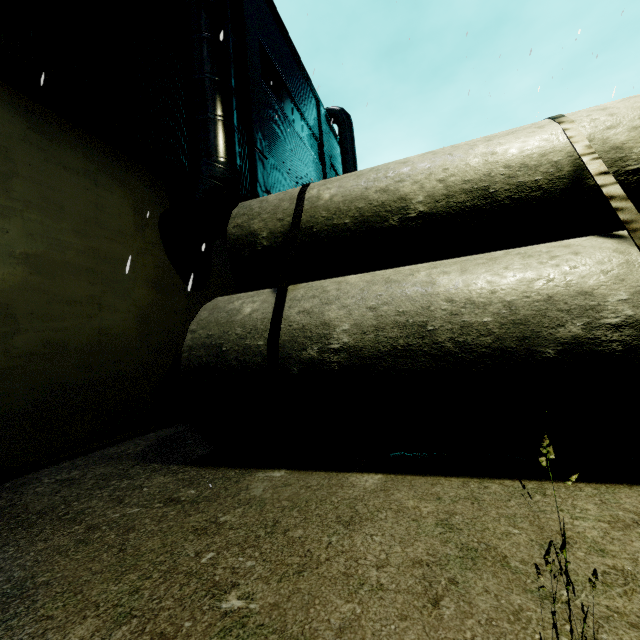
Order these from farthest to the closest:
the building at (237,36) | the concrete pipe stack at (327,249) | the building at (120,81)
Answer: the building at (237,36) < the building at (120,81) < the concrete pipe stack at (327,249)

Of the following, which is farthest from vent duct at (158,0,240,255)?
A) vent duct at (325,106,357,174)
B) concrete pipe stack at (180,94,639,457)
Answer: vent duct at (325,106,357,174)

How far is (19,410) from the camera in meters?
3.9 m

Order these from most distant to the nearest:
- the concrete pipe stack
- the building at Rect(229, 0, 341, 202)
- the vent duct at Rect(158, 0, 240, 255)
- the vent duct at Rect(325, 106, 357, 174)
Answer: the vent duct at Rect(325, 106, 357, 174) → the building at Rect(229, 0, 341, 202) → the vent duct at Rect(158, 0, 240, 255) → the concrete pipe stack

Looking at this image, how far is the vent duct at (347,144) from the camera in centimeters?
1939cm

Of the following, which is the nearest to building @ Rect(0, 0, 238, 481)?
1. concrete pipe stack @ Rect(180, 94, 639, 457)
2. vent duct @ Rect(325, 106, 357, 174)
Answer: vent duct @ Rect(325, 106, 357, 174)

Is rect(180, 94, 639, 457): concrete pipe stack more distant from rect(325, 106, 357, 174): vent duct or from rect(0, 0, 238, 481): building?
rect(325, 106, 357, 174): vent duct
